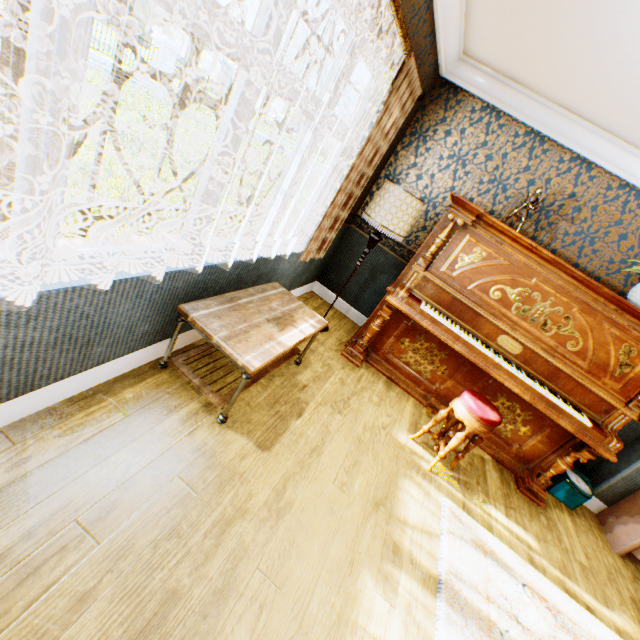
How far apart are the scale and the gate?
19.9m

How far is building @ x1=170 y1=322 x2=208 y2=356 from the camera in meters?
2.4

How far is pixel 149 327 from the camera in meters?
2.0

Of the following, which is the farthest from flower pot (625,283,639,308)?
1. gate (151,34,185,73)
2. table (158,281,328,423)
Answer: gate (151,34,185,73)

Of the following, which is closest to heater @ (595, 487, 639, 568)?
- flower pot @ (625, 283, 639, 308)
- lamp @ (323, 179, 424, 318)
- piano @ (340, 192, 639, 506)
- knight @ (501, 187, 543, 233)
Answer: piano @ (340, 192, 639, 506)

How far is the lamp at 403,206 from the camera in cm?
312

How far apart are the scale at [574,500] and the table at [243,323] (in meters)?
3.22

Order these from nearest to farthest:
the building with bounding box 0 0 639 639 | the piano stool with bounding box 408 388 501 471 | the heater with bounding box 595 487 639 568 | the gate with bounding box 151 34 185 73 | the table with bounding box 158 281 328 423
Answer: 1. the building with bounding box 0 0 639 639
2. the table with bounding box 158 281 328 423
3. the piano stool with bounding box 408 388 501 471
4. the heater with bounding box 595 487 639 568
5. the gate with bounding box 151 34 185 73
